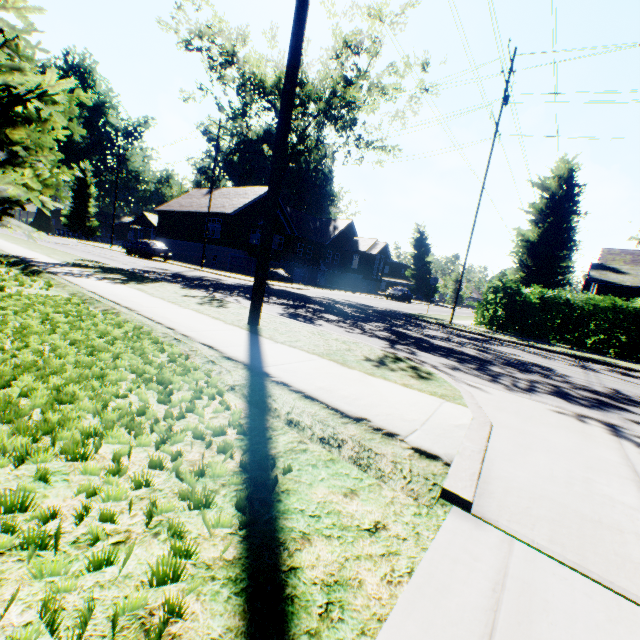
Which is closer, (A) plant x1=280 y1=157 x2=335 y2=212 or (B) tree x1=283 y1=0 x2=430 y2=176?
(B) tree x1=283 y1=0 x2=430 y2=176

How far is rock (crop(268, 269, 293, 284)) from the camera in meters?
28.6

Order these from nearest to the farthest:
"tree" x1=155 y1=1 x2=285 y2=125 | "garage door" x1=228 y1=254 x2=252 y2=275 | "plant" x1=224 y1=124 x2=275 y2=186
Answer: "tree" x1=155 y1=1 x2=285 y2=125 → "garage door" x1=228 y1=254 x2=252 y2=275 → "plant" x1=224 y1=124 x2=275 y2=186

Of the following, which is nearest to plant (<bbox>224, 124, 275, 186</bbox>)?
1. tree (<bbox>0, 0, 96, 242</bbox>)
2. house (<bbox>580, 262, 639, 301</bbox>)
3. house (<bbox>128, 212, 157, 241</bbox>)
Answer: house (<bbox>128, 212, 157, 241</bbox>)

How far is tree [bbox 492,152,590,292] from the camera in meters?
18.9

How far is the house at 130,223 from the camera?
54.7 meters

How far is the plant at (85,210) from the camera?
56.3m

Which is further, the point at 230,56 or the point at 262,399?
the point at 230,56
